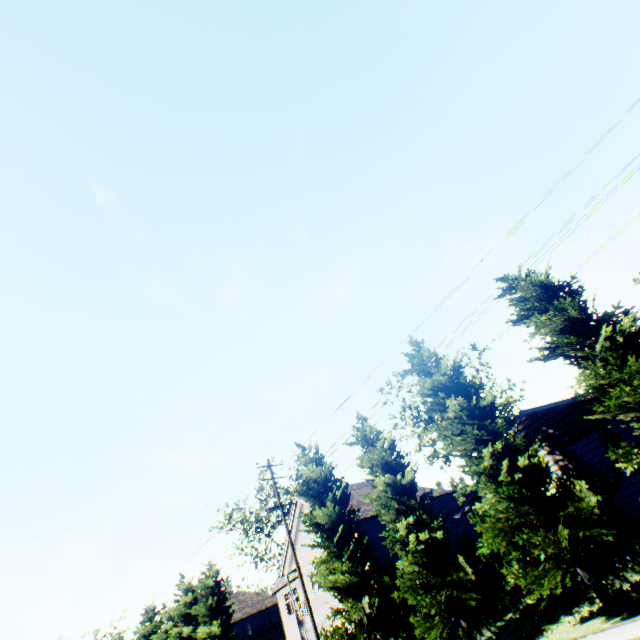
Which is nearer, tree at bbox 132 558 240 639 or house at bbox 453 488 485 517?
house at bbox 453 488 485 517

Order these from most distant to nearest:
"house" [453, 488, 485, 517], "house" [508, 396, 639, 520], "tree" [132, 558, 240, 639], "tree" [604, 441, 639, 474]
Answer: "tree" [132, 558, 240, 639] < "house" [453, 488, 485, 517] < "house" [508, 396, 639, 520] < "tree" [604, 441, 639, 474]

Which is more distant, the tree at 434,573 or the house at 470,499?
the house at 470,499

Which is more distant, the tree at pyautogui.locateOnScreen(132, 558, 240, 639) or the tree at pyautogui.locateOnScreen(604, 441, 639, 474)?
the tree at pyautogui.locateOnScreen(132, 558, 240, 639)

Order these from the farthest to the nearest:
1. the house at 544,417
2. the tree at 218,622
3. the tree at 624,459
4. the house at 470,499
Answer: the tree at 218,622 → the house at 470,499 → the house at 544,417 → the tree at 624,459

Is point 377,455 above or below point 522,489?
above

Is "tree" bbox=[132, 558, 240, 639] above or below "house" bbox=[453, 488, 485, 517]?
above

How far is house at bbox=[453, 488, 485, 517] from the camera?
16.9 meters
